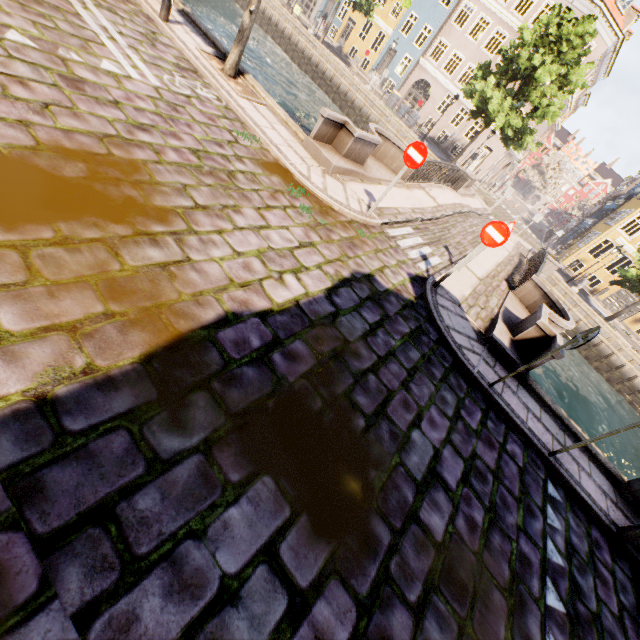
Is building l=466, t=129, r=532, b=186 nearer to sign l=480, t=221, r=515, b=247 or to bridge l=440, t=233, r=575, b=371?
bridge l=440, t=233, r=575, b=371

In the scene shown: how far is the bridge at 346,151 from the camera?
8.5m

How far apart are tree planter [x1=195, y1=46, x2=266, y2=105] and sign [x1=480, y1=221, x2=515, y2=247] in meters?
6.6

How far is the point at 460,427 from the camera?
4.9m

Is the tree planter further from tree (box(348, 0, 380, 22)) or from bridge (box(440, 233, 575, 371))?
bridge (box(440, 233, 575, 371))

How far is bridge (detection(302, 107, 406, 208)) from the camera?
8.5 meters

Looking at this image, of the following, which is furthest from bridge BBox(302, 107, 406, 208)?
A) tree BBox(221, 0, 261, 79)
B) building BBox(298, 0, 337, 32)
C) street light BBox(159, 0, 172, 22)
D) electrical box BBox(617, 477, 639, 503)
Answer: building BBox(298, 0, 337, 32)

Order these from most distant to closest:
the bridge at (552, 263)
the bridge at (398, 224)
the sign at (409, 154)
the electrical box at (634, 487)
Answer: the bridge at (398, 224), the bridge at (552, 263), the sign at (409, 154), the electrical box at (634, 487)
